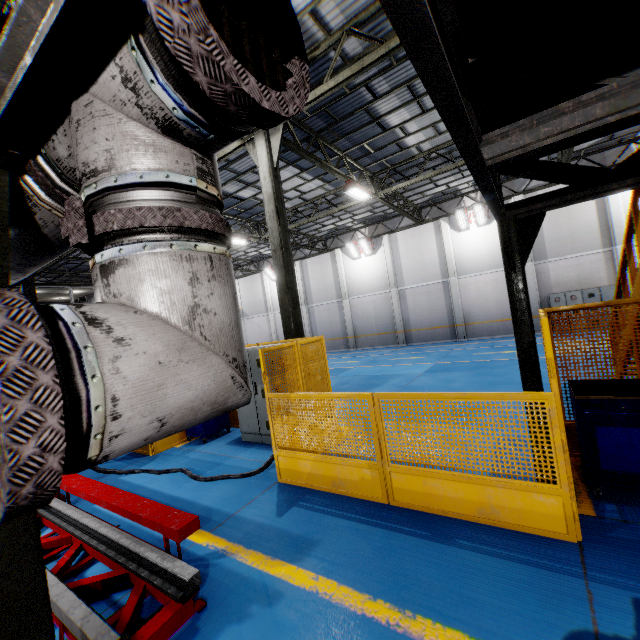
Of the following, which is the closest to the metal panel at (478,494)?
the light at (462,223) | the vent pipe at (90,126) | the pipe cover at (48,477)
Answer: the vent pipe at (90,126)

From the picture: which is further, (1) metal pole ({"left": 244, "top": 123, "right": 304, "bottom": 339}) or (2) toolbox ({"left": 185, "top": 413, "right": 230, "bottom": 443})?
(1) metal pole ({"left": 244, "top": 123, "right": 304, "bottom": 339})

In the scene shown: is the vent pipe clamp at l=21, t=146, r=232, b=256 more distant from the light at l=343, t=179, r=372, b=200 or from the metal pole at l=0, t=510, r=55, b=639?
the light at l=343, t=179, r=372, b=200

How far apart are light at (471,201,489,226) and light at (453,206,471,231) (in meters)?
0.13

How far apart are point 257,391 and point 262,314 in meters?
23.4

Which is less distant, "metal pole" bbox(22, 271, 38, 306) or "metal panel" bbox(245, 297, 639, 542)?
"metal panel" bbox(245, 297, 639, 542)

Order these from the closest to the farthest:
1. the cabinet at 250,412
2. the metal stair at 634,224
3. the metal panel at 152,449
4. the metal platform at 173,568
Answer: the metal platform at 173,568
the metal stair at 634,224
the cabinet at 250,412
the metal panel at 152,449

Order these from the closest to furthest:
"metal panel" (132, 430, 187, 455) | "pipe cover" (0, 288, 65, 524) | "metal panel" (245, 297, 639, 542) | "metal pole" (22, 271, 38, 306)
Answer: "pipe cover" (0, 288, 65, 524) < "metal panel" (245, 297, 639, 542) < "metal panel" (132, 430, 187, 455) < "metal pole" (22, 271, 38, 306)
